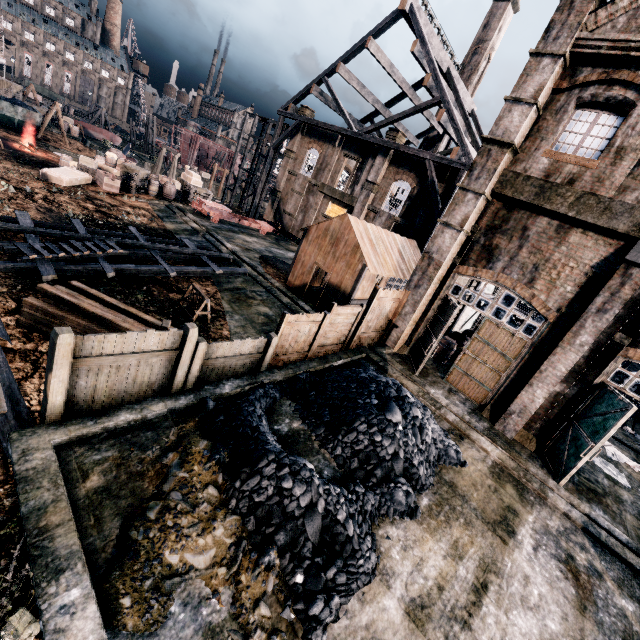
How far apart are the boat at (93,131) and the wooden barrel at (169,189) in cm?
3455

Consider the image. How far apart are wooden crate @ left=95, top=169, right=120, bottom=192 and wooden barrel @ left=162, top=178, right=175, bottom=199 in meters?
4.0

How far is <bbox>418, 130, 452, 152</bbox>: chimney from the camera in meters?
44.1

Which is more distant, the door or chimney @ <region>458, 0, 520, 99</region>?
chimney @ <region>458, 0, 520, 99</region>

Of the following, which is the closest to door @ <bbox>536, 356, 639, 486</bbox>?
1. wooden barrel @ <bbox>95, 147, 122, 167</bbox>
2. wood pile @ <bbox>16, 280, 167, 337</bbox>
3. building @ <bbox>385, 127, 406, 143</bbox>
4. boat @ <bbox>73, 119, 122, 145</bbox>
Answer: wood pile @ <bbox>16, 280, 167, 337</bbox>

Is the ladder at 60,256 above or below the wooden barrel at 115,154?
below

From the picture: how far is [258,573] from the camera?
5.5m

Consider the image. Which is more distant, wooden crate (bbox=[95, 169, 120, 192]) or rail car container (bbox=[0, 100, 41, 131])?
rail car container (bbox=[0, 100, 41, 131])
